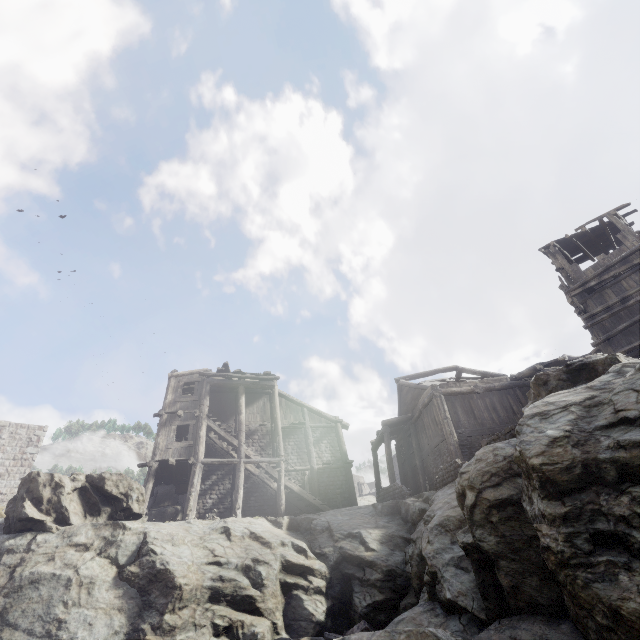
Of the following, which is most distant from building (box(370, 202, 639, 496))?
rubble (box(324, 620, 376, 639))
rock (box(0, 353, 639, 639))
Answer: rubble (box(324, 620, 376, 639))

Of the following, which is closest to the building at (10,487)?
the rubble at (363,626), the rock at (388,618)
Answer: the rock at (388,618)

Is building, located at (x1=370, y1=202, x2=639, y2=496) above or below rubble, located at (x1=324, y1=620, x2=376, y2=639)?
above

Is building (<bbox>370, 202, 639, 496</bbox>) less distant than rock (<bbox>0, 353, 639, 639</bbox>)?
No

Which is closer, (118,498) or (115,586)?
(115,586)

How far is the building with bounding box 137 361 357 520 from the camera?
18.0m
